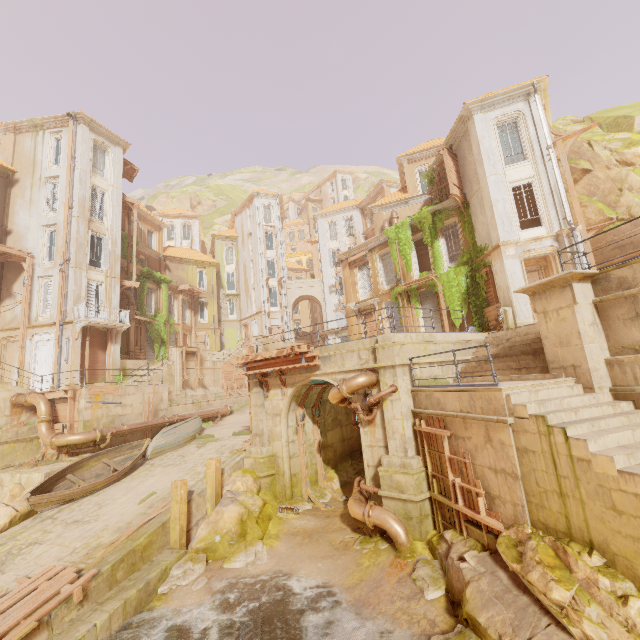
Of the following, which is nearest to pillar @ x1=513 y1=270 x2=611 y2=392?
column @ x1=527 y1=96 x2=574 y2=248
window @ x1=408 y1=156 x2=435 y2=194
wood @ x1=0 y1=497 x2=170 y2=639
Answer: column @ x1=527 y1=96 x2=574 y2=248

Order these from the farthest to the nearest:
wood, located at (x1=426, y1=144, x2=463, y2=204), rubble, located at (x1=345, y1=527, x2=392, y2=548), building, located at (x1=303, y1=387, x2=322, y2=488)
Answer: wood, located at (x1=426, y1=144, x2=463, y2=204)
building, located at (x1=303, y1=387, x2=322, y2=488)
rubble, located at (x1=345, y1=527, x2=392, y2=548)

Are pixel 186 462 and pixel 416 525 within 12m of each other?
yes

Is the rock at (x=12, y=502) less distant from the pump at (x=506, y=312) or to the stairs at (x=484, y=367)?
the stairs at (x=484, y=367)

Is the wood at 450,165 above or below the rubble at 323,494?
above

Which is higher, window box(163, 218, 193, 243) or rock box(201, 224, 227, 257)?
rock box(201, 224, 227, 257)

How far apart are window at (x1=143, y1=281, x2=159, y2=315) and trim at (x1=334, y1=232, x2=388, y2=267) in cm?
1838

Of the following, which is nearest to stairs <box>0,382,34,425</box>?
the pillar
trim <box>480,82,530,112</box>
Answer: the pillar
